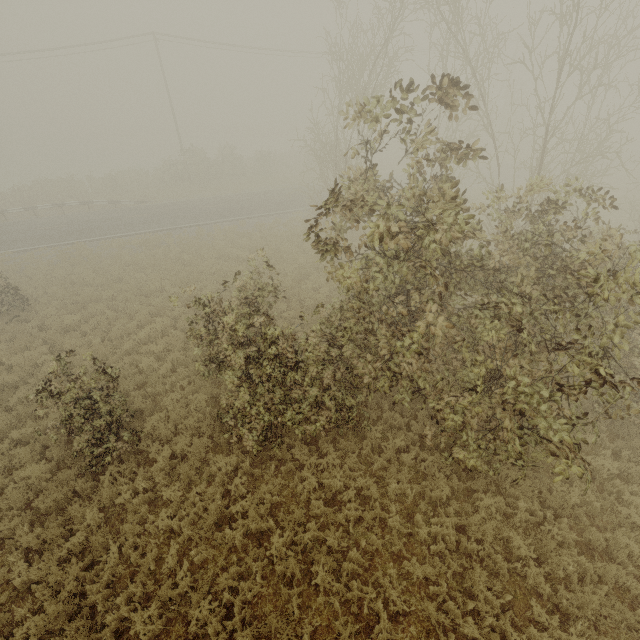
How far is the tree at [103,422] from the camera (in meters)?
7.31

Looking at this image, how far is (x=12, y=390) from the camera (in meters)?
10.30

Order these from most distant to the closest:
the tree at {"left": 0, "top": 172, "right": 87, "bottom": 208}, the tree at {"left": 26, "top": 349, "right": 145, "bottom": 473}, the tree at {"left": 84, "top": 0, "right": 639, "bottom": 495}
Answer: the tree at {"left": 0, "top": 172, "right": 87, "bottom": 208}
the tree at {"left": 26, "top": 349, "right": 145, "bottom": 473}
the tree at {"left": 84, "top": 0, "right": 639, "bottom": 495}

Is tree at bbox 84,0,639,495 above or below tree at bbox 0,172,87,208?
above

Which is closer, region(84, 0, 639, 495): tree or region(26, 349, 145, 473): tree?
region(84, 0, 639, 495): tree

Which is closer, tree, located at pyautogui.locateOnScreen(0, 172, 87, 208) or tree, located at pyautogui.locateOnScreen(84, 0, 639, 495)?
tree, located at pyautogui.locateOnScreen(84, 0, 639, 495)

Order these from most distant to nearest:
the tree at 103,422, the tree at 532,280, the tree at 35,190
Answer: the tree at 35,190 < the tree at 103,422 < the tree at 532,280
